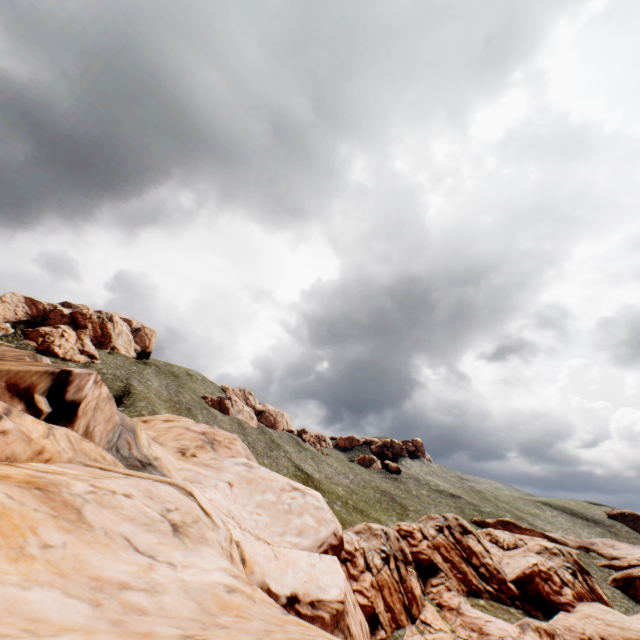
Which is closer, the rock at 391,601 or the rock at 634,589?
the rock at 391,601

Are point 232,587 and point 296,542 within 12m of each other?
no

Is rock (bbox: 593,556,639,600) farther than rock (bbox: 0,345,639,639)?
Yes
